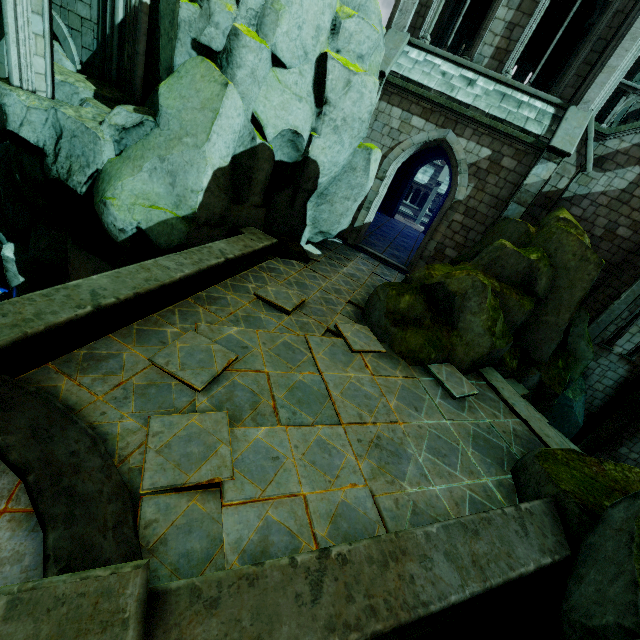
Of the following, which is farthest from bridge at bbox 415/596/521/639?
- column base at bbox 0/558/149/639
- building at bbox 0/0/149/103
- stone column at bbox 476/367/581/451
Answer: building at bbox 0/0/149/103

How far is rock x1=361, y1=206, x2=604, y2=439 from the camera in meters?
8.4 m

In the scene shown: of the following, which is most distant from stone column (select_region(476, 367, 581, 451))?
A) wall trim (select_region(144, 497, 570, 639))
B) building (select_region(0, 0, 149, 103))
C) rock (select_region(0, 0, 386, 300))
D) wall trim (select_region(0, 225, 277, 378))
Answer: wall trim (select_region(0, 225, 277, 378))

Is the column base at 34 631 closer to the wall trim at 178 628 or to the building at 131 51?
the wall trim at 178 628

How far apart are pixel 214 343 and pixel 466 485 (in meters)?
5.07

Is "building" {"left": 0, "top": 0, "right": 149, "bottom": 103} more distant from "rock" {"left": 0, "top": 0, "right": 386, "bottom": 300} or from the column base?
the column base

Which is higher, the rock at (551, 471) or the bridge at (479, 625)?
the rock at (551, 471)

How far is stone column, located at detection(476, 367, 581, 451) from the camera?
7.5 meters
